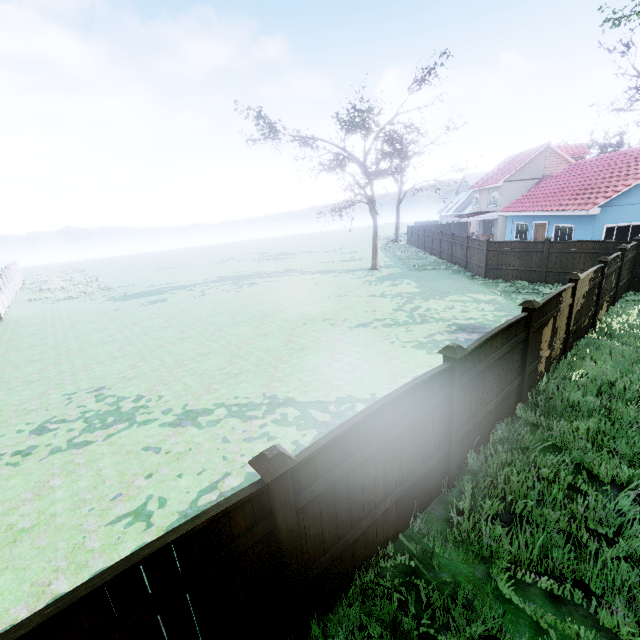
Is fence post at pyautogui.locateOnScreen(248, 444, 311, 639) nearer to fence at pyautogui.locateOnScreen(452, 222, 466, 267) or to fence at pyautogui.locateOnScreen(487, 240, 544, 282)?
fence at pyautogui.locateOnScreen(487, 240, 544, 282)

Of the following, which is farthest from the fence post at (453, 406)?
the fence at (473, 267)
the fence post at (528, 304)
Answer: the fence post at (528, 304)

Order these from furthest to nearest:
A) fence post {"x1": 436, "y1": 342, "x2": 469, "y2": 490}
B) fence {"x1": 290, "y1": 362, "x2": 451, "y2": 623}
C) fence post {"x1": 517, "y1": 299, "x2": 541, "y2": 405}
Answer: fence post {"x1": 517, "y1": 299, "x2": 541, "y2": 405}, fence post {"x1": 436, "y1": 342, "x2": 469, "y2": 490}, fence {"x1": 290, "y1": 362, "x2": 451, "y2": 623}

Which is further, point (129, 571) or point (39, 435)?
point (39, 435)

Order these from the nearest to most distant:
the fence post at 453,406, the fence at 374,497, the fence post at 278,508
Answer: the fence post at 278,508 → the fence at 374,497 → the fence post at 453,406

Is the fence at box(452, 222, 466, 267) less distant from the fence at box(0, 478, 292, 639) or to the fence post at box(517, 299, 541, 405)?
the fence at box(0, 478, 292, 639)

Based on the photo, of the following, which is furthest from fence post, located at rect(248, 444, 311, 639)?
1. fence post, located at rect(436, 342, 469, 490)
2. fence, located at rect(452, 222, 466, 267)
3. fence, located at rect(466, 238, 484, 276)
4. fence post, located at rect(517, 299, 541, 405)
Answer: fence, located at rect(452, 222, 466, 267)

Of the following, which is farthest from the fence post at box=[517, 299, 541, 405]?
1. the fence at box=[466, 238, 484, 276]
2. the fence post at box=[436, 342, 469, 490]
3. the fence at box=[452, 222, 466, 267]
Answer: the fence at box=[452, 222, 466, 267]
